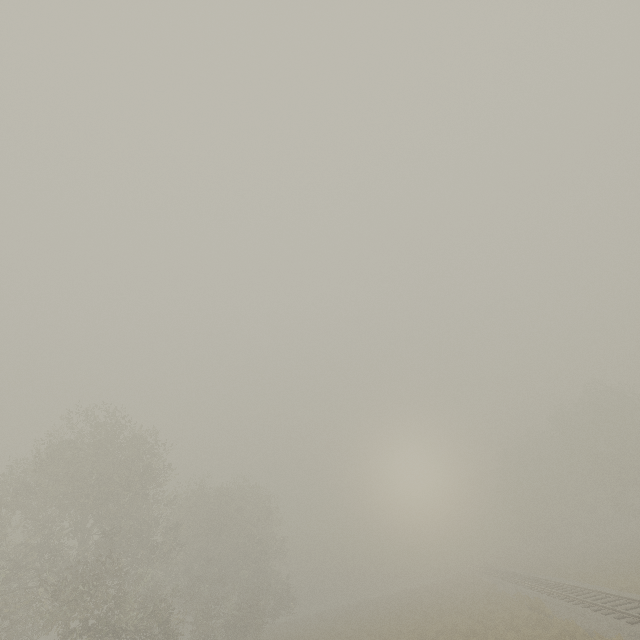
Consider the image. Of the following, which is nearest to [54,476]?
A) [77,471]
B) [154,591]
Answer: [77,471]
